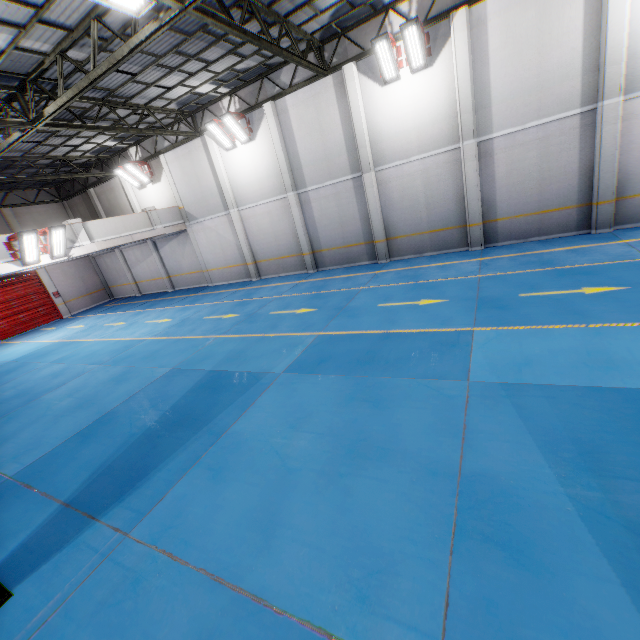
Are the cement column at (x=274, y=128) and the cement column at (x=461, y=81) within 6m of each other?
no

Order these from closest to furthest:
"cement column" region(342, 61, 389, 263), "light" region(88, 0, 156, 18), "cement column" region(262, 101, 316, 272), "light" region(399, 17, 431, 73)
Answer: "light" region(88, 0, 156, 18) < "light" region(399, 17, 431, 73) < "cement column" region(342, 61, 389, 263) < "cement column" region(262, 101, 316, 272)

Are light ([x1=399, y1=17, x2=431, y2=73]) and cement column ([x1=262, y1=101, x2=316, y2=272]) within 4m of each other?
no

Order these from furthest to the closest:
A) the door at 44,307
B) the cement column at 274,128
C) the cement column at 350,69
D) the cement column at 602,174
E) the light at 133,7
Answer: the door at 44,307 → the cement column at 274,128 → the cement column at 350,69 → the cement column at 602,174 → the light at 133,7

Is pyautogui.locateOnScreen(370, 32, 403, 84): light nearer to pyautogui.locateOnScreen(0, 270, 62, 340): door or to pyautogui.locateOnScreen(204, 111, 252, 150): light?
pyautogui.locateOnScreen(204, 111, 252, 150): light

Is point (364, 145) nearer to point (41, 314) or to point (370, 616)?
point (370, 616)

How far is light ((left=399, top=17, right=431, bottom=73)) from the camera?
10.51m

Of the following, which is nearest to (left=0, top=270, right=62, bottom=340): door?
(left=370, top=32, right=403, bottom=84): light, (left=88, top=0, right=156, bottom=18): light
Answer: (left=88, top=0, right=156, bottom=18): light
